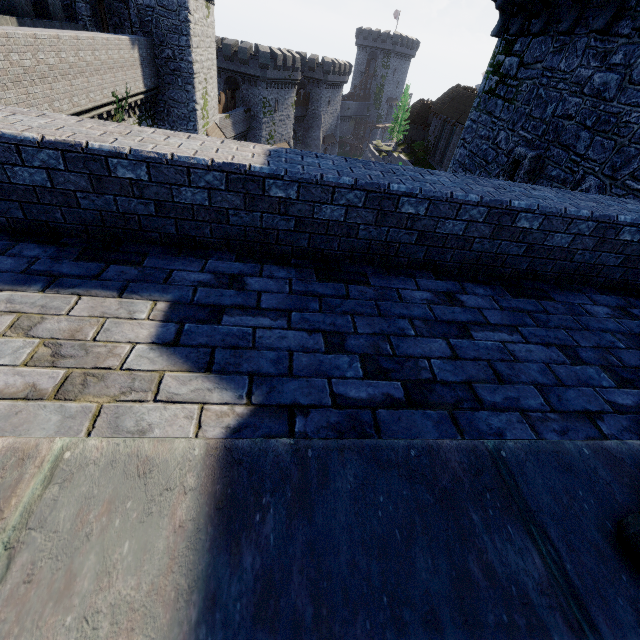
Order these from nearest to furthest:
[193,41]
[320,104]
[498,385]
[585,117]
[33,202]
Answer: [498,385] < [33,202] < [585,117] < [193,41] < [320,104]

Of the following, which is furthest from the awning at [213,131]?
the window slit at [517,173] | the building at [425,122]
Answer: the building at [425,122]

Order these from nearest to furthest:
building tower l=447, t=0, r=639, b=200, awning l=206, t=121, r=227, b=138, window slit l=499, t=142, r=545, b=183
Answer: building tower l=447, t=0, r=639, b=200
window slit l=499, t=142, r=545, b=183
awning l=206, t=121, r=227, b=138

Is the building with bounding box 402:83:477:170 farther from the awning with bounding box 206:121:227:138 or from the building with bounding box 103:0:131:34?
the building with bounding box 103:0:131:34

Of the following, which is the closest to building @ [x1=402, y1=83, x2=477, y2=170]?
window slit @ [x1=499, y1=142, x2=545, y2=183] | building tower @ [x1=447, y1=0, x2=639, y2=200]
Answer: building tower @ [x1=447, y1=0, x2=639, y2=200]

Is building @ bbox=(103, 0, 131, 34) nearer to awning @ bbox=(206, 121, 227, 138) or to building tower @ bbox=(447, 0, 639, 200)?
awning @ bbox=(206, 121, 227, 138)

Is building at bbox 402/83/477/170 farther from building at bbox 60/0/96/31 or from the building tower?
building at bbox 60/0/96/31

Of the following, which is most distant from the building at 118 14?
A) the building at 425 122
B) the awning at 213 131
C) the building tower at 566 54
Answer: the building at 425 122
